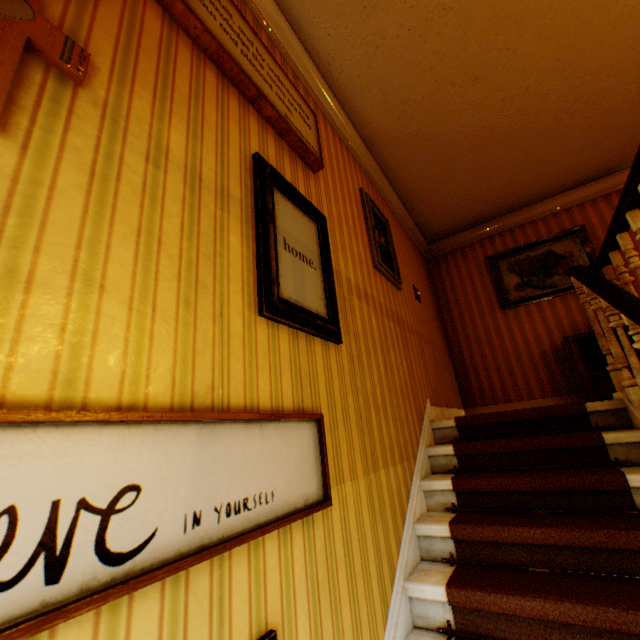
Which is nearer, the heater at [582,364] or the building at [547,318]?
the building at [547,318]

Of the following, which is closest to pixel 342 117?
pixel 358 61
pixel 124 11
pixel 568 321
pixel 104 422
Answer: pixel 358 61

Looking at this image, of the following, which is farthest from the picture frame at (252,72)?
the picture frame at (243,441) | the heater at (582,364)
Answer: the heater at (582,364)

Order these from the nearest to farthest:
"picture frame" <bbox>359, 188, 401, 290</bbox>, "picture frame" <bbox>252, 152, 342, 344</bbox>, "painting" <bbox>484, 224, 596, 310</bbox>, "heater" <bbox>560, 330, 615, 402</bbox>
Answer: "picture frame" <bbox>252, 152, 342, 344</bbox> < "picture frame" <bbox>359, 188, 401, 290</bbox> < "heater" <bbox>560, 330, 615, 402</bbox> < "painting" <bbox>484, 224, 596, 310</bbox>

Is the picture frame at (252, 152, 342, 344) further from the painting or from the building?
the painting

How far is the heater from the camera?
4.0 meters

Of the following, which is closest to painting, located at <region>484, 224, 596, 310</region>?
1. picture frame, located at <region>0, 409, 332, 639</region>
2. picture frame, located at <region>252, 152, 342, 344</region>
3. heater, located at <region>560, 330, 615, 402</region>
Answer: heater, located at <region>560, 330, 615, 402</region>

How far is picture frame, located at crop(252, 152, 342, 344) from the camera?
1.60m
